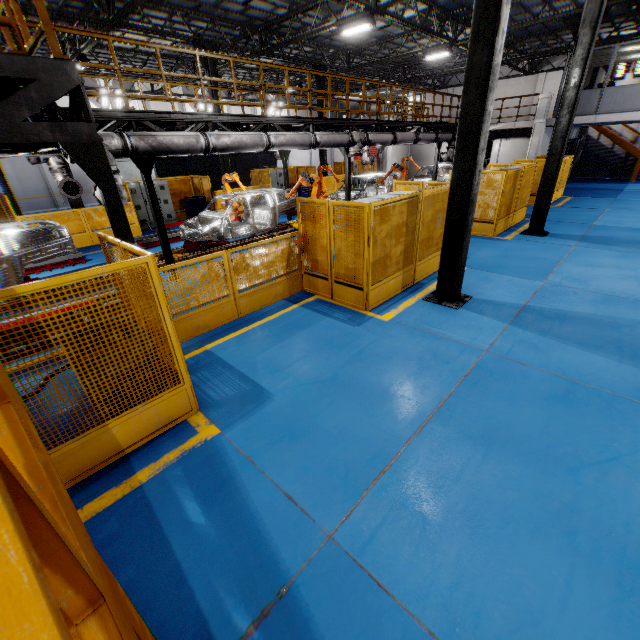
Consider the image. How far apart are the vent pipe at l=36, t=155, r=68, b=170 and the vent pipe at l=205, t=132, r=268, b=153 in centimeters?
314cm

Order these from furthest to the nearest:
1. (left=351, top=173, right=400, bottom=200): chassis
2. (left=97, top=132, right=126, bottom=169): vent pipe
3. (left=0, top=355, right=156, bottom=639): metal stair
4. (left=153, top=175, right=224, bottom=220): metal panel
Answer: (left=153, top=175, right=224, bottom=220): metal panel < (left=351, top=173, right=400, bottom=200): chassis < (left=97, top=132, right=126, bottom=169): vent pipe < (left=0, top=355, right=156, bottom=639): metal stair

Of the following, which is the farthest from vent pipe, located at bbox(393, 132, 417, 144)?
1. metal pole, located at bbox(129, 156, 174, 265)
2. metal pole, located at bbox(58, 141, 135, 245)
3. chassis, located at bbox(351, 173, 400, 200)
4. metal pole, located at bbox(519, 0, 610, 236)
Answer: metal pole, located at bbox(519, 0, 610, 236)

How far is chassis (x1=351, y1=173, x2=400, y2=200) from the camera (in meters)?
16.19

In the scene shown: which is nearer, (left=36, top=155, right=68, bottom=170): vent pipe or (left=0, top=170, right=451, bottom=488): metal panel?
(left=0, top=170, right=451, bottom=488): metal panel

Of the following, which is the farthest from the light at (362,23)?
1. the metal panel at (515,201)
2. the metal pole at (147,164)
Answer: the metal pole at (147,164)

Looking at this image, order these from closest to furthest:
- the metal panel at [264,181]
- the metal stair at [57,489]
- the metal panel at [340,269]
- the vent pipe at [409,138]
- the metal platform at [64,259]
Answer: the metal stair at [57,489], the metal panel at [340,269], the metal platform at [64,259], the vent pipe at [409,138], the metal panel at [264,181]

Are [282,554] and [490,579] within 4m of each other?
yes
